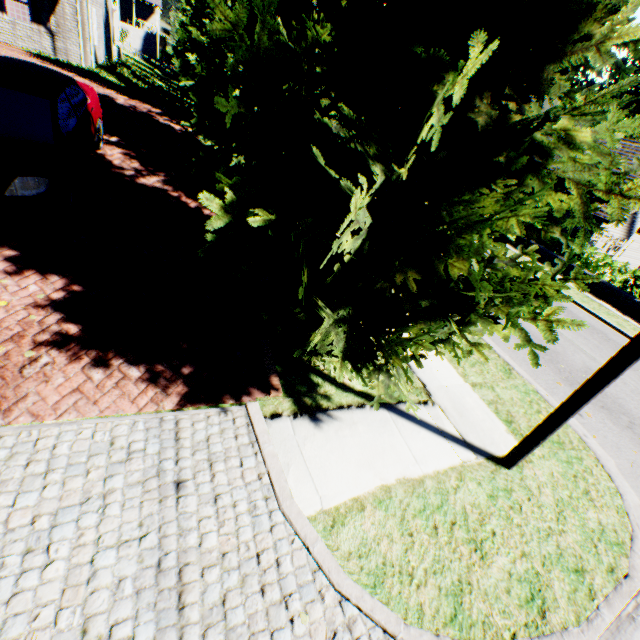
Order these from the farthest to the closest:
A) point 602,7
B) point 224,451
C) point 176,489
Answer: point 224,451 → point 176,489 → point 602,7

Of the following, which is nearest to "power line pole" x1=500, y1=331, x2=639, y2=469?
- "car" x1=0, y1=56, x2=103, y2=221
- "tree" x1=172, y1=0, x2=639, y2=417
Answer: "tree" x1=172, y1=0, x2=639, y2=417

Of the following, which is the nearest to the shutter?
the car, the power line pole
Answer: the car

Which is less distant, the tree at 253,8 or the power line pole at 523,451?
the tree at 253,8

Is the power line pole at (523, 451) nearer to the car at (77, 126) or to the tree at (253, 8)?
the tree at (253, 8)

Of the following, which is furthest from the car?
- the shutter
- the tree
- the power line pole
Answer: the shutter

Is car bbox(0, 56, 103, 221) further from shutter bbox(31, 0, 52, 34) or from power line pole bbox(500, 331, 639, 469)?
shutter bbox(31, 0, 52, 34)

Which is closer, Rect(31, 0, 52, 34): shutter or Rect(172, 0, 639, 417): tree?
Rect(172, 0, 639, 417): tree
